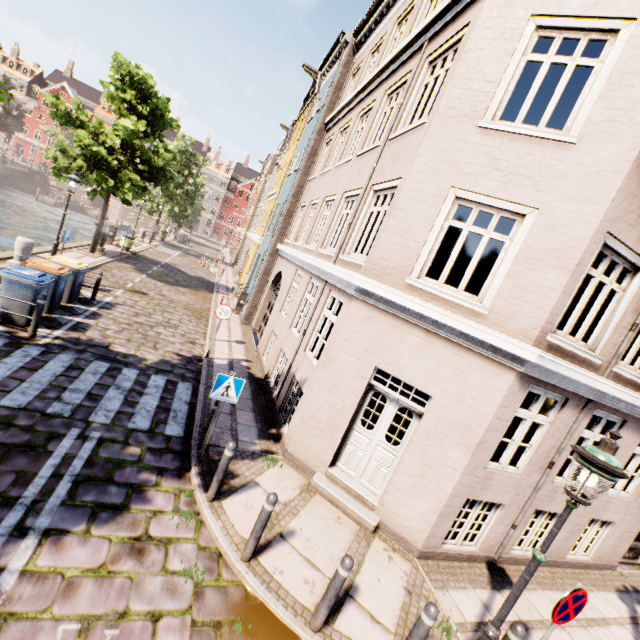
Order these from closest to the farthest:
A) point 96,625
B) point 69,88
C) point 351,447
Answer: point 96,625
point 351,447
point 69,88

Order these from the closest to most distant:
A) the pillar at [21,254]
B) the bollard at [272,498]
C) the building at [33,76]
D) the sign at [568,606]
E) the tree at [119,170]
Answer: the sign at [568,606] → the bollard at [272,498] → the pillar at [21,254] → the tree at [119,170] → the building at [33,76]

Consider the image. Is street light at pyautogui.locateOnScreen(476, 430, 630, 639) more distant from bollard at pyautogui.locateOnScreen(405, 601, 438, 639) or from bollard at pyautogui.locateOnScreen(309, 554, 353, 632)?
bollard at pyautogui.locateOnScreen(309, 554, 353, 632)

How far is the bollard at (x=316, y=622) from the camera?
4.0m

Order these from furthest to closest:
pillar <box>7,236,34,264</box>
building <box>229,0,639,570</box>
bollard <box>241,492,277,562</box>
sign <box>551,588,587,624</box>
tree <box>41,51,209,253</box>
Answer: tree <box>41,51,209,253</box>
pillar <box>7,236,34,264</box>
building <box>229,0,639,570</box>
bollard <box>241,492,277,562</box>
sign <box>551,588,587,624</box>

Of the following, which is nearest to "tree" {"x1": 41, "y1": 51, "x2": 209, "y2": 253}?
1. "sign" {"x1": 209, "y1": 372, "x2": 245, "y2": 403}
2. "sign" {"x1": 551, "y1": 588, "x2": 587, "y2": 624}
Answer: "sign" {"x1": 209, "y1": 372, "x2": 245, "y2": 403}

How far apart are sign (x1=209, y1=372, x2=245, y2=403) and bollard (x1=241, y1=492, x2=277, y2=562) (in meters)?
1.79

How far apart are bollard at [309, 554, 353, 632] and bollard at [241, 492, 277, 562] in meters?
1.1 m
